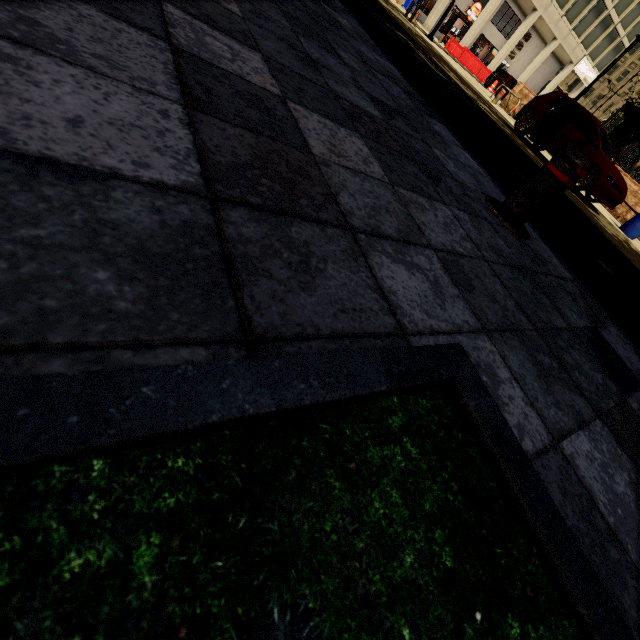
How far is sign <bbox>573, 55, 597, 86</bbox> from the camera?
34.9 meters

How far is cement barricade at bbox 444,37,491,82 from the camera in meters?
24.5 m

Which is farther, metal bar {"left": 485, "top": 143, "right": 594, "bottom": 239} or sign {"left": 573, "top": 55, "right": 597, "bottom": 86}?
sign {"left": 573, "top": 55, "right": 597, "bottom": 86}

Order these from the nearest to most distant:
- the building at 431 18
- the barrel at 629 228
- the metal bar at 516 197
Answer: the metal bar at 516 197 → the barrel at 629 228 → the building at 431 18

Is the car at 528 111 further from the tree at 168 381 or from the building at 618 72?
the building at 618 72

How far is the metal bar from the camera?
2.1 meters

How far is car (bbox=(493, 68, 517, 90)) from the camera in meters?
23.0

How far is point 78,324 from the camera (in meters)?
0.49
